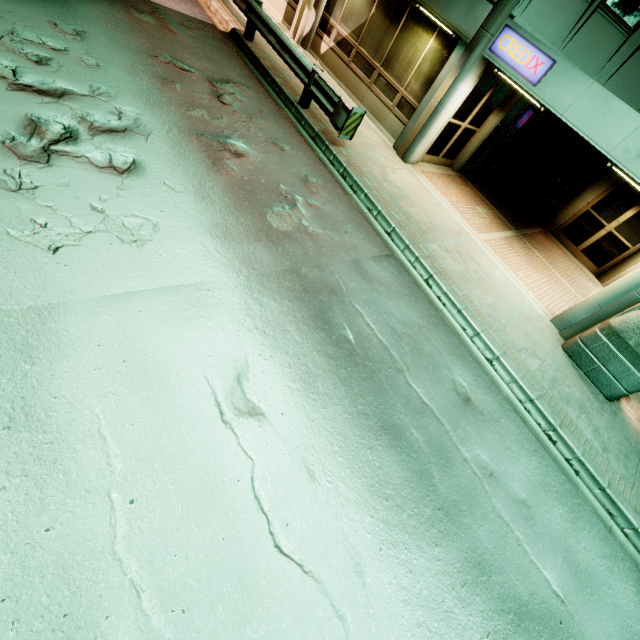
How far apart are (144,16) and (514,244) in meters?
12.0 m

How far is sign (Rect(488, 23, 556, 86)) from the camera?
7.1 meters

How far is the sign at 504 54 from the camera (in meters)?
7.07
